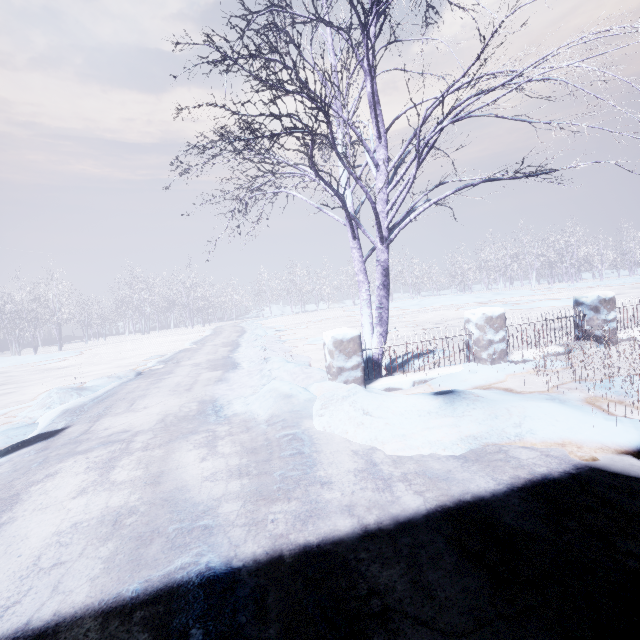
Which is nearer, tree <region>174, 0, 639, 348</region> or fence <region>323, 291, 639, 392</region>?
tree <region>174, 0, 639, 348</region>

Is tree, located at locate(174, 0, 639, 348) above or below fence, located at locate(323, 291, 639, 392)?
above

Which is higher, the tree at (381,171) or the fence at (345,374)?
the tree at (381,171)

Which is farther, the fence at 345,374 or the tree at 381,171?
the fence at 345,374

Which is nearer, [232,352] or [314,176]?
[314,176]
